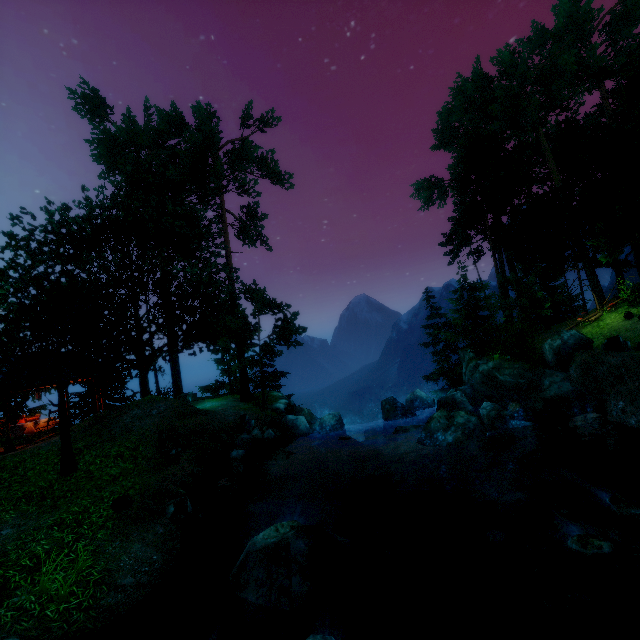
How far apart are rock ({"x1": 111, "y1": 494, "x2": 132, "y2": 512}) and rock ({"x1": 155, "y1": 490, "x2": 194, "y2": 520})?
0.7m

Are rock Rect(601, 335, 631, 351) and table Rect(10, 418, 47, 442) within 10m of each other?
no

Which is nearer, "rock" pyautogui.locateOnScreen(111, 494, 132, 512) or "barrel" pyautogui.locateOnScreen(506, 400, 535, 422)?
"rock" pyautogui.locateOnScreen(111, 494, 132, 512)

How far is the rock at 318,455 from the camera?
14.6 meters

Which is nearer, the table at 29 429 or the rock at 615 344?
the rock at 615 344

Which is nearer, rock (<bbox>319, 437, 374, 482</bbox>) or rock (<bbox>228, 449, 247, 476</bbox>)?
rock (<bbox>228, 449, 247, 476</bbox>)

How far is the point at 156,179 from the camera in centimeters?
1959cm

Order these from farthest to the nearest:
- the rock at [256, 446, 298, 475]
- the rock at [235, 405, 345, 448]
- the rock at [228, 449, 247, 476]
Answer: the rock at [235, 405, 345, 448] < the rock at [256, 446, 298, 475] < the rock at [228, 449, 247, 476]
